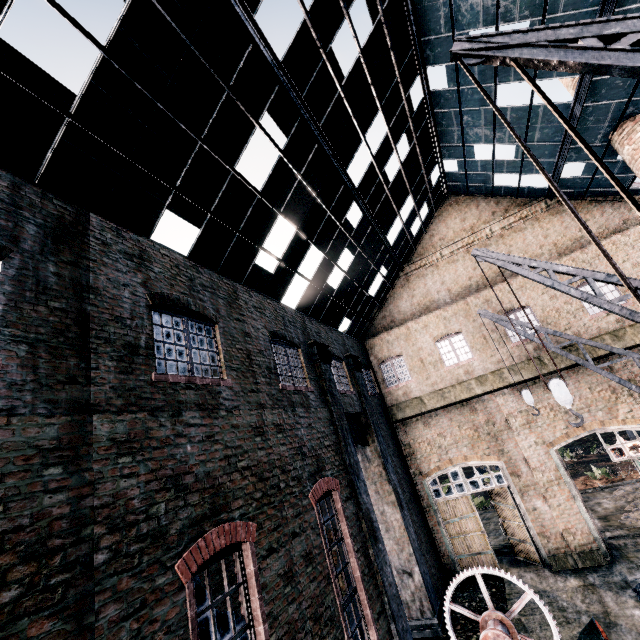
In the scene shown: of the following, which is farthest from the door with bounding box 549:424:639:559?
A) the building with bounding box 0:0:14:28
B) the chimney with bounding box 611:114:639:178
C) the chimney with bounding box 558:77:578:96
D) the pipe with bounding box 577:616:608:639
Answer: the chimney with bounding box 558:77:578:96

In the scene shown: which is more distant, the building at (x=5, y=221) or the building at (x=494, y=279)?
the building at (x=494, y=279)

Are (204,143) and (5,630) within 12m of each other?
yes

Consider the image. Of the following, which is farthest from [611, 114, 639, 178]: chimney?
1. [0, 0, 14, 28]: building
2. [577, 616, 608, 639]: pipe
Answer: [577, 616, 608, 639]: pipe

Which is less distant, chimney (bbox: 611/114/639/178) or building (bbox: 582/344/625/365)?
chimney (bbox: 611/114/639/178)

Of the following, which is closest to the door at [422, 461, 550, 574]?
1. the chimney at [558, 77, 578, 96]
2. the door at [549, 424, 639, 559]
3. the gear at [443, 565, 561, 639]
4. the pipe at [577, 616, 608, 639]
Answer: the door at [549, 424, 639, 559]

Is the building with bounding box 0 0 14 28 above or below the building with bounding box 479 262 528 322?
above

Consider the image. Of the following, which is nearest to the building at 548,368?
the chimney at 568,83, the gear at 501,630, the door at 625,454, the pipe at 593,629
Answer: the door at 625,454
